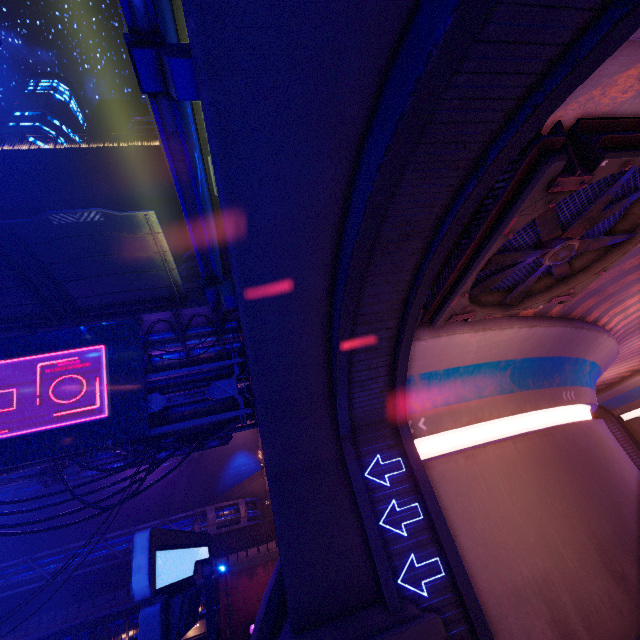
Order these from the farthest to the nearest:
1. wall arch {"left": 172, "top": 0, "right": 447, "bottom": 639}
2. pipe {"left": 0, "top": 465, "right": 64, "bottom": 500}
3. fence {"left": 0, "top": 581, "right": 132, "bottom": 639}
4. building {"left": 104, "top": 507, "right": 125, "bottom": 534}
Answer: building {"left": 104, "top": 507, "right": 125, "bottom": 534} → fence {"left": 0, "top": 581, "right": 132, "bottom": 639} → pipe {"left": 0, "top": 465, "right": 64, "bottom": 500} → wall arch {"left": 172, "top": 0, "right": 447, "bottom": 639}

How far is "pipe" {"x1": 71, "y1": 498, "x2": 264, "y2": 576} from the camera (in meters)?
25.58

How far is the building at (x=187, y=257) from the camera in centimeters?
1673cm

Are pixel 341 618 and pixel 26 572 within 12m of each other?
no

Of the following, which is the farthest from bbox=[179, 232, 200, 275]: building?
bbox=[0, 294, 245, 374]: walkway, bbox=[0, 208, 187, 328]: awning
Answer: bbox=[0, 208, 187, 328]: awning

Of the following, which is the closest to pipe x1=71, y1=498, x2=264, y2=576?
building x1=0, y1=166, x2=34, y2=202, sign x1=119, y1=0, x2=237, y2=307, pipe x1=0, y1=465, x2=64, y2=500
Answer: building x1=0, y1=166, x2=34, y2=202

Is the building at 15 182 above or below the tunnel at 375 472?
above

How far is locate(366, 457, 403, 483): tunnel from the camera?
10.6m
